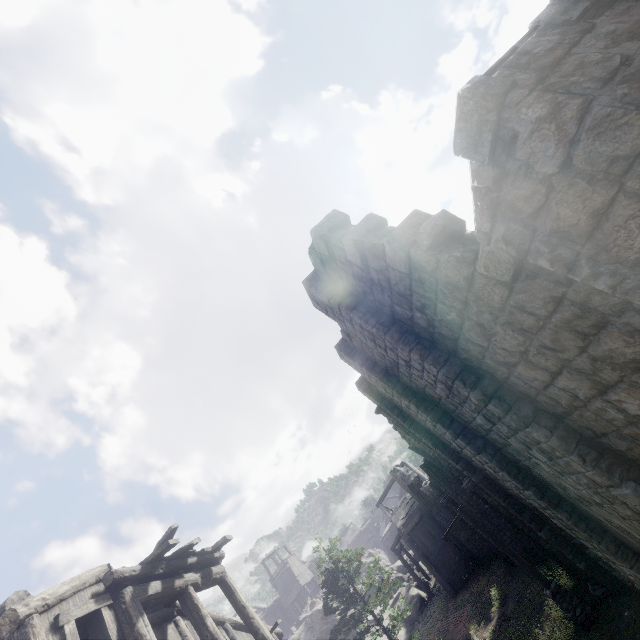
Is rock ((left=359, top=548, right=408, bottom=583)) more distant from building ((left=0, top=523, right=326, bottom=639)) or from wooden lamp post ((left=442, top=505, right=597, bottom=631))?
wooden lamp post ((left=442, top=505, right=597, bottom=631))

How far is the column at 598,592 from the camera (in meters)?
11.34

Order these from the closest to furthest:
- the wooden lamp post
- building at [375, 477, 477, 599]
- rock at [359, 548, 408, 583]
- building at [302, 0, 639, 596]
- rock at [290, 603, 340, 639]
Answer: building at [302, 0, 639, 596], the wooden lamp post, building at [375, 477, 477, 599], rock at [290, 603, 340, 639], rock at [359, 548, 408, 583]

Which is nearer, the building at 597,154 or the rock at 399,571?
the building at 597,154

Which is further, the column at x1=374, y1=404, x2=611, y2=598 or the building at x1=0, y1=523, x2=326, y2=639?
the column at x1=374, y1=404, x2=611, y2=598

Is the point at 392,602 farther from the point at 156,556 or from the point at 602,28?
the point at 602,28
